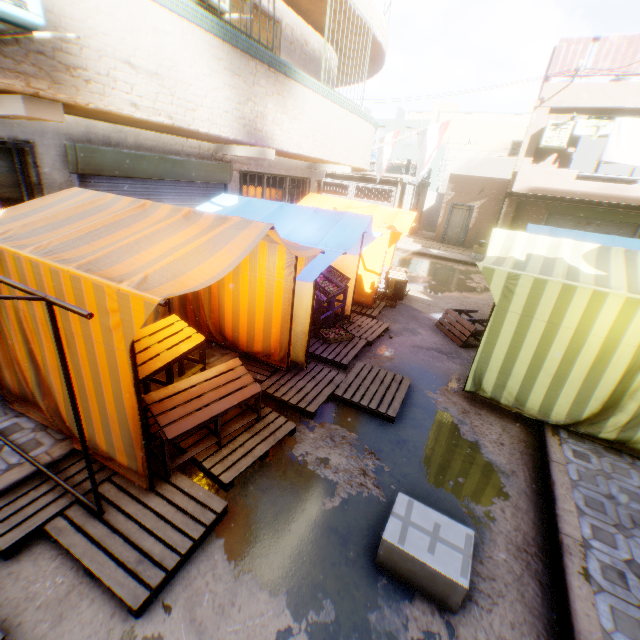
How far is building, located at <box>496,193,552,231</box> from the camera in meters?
14.5 m

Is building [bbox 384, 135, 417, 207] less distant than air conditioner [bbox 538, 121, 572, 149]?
No

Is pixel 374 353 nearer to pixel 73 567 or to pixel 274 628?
pixel 274 628

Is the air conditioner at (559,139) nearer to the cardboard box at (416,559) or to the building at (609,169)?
the building at (609,169)

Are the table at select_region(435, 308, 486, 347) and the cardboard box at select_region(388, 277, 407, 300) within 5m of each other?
yes

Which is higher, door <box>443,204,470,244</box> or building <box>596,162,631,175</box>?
building <box>596,162,631,175</box>

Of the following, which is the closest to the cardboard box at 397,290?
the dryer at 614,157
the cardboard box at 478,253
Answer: the dryer at 614,157

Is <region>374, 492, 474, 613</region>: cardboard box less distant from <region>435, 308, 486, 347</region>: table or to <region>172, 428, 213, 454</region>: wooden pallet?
<region>172, 428, 213, 454</region>: wooden pallet
